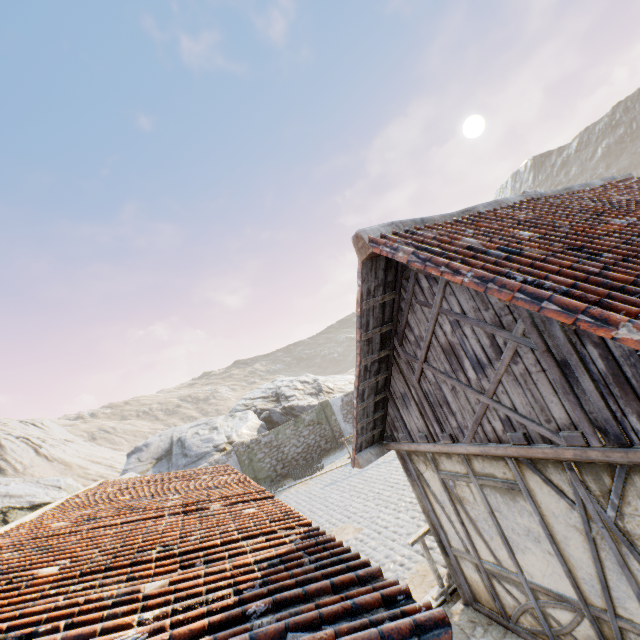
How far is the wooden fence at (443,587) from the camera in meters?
6.0 m

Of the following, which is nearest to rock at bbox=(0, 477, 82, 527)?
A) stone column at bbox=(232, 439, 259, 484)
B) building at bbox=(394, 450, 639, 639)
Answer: stone column at bbox=(232, 439, 259, 484)

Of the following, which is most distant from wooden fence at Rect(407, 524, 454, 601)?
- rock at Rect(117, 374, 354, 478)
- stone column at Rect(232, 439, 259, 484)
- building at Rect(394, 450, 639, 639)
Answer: stone column at Rect(232, 439, 259, 484)

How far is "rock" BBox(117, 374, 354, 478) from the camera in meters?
20.4 m

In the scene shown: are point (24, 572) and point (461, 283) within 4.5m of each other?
no

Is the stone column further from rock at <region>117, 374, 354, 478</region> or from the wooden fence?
the wooden fence

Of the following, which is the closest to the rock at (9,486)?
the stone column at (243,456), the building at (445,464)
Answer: the stone column at (243,456)

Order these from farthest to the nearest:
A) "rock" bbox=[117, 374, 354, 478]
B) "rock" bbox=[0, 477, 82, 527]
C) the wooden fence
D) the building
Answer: "rock" bbox=[117, 374, 354, 478], "rock" bbox=[0, 477, 82, 527], the wooden fence, the building
